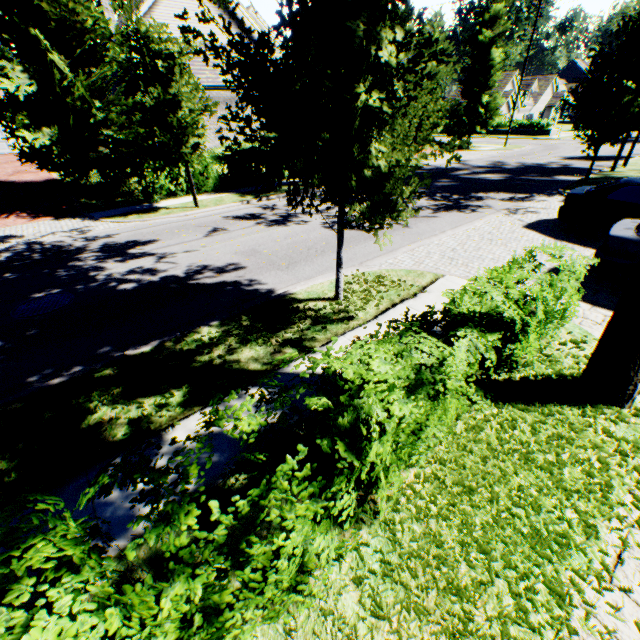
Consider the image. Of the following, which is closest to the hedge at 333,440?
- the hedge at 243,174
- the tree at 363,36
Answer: the tree at 363,36

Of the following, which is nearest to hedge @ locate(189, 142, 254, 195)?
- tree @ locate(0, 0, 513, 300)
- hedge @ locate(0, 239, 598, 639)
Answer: tree @ locate(0, 0, 513, 300)

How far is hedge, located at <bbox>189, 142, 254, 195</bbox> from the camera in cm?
1614

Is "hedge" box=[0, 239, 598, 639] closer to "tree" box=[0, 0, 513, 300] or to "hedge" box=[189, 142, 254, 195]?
"tree" box=[0, 0, 513, 300]

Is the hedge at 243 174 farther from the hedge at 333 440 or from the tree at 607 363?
the hedge at 333 440

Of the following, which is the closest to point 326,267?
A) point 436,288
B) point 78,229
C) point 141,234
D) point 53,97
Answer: point 436,288
